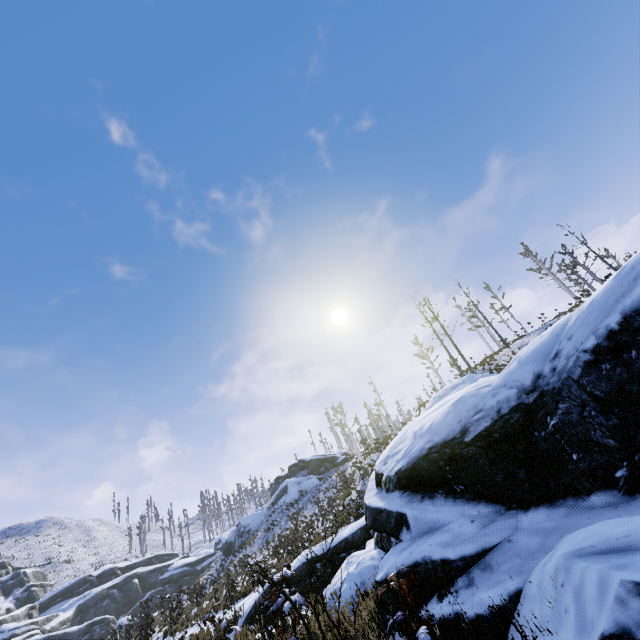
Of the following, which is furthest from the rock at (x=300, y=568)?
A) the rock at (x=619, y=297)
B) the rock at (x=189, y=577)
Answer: the rock at (x=189, y=577)

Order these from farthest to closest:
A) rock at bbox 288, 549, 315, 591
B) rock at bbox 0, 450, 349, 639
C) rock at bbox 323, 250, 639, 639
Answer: rock at bbox 0, 450, 349, 639 → rock at bbox 288, 549, 315, 591 → rock at bbox 323, 250, 639, 639

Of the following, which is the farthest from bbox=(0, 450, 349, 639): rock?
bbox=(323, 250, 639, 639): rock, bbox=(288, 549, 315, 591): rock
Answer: bbox=(323, 250, 639, 639): rock

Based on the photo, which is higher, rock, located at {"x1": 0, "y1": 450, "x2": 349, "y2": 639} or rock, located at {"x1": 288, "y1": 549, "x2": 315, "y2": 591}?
Result: rock, located at {"x1": 0, "y1": 450, "x2": 349, "y2": 639}

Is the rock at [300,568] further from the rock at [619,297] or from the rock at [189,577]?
the rock at [189,577]

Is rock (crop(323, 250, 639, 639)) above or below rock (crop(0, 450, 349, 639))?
below

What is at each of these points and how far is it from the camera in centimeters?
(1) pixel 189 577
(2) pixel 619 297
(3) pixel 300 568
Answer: (1) rock, 4791cm
(2) rock, 397cm
(3) rock, 1137cm
